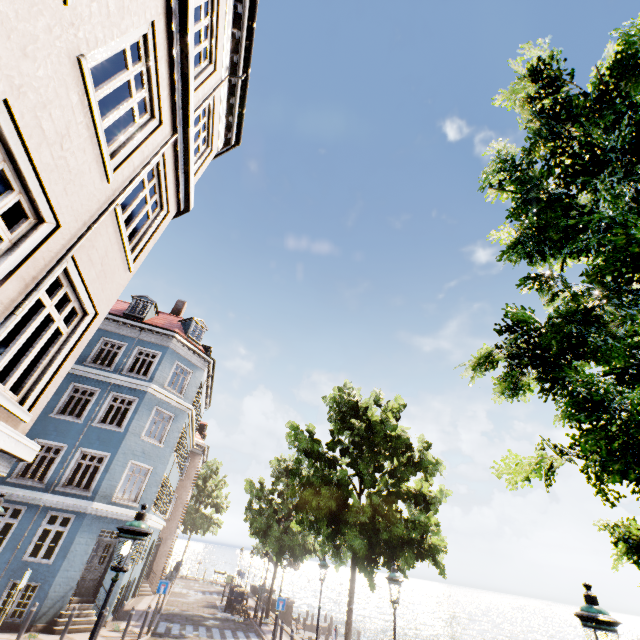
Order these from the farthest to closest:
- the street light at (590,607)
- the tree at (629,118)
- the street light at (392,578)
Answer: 1. the street light at (392,578)
2. the street light at (590,607)
3. the tree at (629,118)

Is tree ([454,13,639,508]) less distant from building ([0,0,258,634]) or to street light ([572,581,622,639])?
street light ([572,581,622,639])

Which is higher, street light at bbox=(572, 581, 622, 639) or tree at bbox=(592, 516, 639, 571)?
tree at bbox=(592, 516, 639, 571)

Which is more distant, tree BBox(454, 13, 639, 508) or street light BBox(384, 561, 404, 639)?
street light BBox(384, 561, 404, 639)

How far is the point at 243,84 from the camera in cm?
895

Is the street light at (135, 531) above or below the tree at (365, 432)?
below

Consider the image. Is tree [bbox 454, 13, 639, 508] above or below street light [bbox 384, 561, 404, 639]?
above

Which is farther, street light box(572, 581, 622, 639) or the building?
street light box(572, 581, 622, 639)
